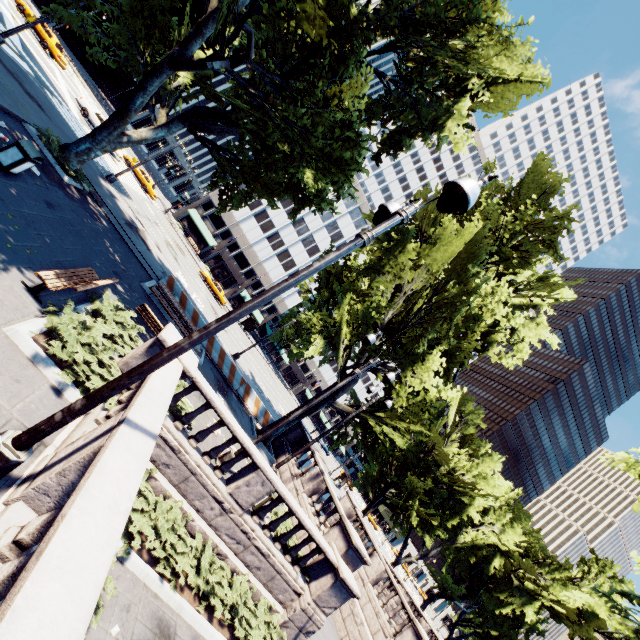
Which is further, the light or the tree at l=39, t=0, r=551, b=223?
the tree at l=39, t=0, r=551, b=223

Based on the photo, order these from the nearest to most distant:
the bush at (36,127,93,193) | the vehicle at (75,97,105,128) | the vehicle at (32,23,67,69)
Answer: the bush at (36,127,93,193) → the vehicle at (75,97,105,128) → the vehicle at (32,23,67,69)

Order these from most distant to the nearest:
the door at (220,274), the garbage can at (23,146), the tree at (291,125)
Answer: the door at (220,274)
the tree at (291,125)
the garbage can at (23,146)

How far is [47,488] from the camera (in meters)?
4.16

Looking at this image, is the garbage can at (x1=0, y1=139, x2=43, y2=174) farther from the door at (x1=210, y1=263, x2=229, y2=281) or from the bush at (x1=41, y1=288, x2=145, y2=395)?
the door at (x1=210, y1=263, x2=229, y2=281)

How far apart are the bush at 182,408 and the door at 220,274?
49.6m

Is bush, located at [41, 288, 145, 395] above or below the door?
below

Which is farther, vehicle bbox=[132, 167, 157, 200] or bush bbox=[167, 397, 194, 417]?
vehicle bbox=[132, 167, 157, 200]
